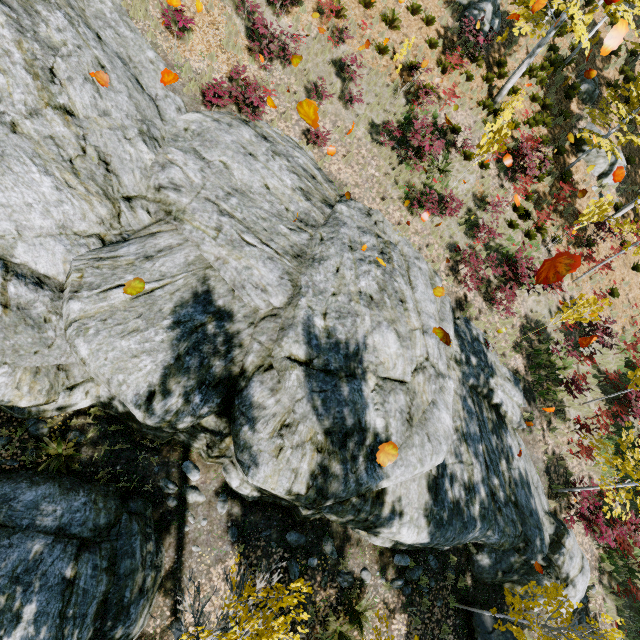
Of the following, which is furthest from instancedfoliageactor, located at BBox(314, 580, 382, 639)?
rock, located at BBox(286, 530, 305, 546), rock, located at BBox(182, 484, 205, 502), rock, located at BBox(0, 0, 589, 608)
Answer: rock, located at BBox(286, 530, 305, 546)

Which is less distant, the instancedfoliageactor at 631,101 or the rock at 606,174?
the instancedfoliageactor at 631,101

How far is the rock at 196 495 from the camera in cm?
781

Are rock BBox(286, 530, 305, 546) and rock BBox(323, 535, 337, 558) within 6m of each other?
yes

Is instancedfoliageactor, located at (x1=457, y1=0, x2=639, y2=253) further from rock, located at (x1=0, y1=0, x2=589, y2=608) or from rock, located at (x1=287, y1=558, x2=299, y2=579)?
rock, located at (x1=287, y1=558, x2=299, y2=579)

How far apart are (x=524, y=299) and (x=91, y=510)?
16.4 meters

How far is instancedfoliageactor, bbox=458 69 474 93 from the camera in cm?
1475

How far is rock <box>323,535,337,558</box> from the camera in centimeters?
874cm
